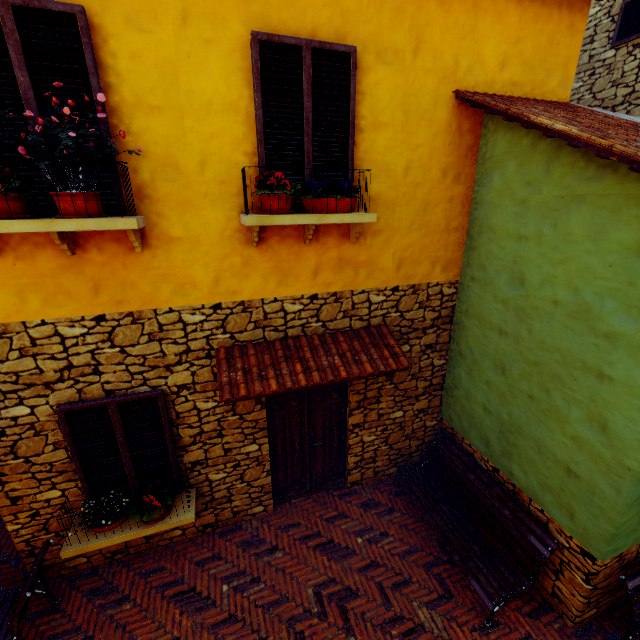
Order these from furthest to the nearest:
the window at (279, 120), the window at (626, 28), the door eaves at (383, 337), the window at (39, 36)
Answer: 1. the window at (626, 28)
2. the door eaves at (383, 337)
3. the window at (279, 120)
4. the window at (39, 36)

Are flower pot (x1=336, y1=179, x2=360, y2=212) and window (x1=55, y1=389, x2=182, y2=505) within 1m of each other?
no

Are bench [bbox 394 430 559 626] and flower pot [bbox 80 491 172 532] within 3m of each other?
no

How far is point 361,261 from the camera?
4.4m

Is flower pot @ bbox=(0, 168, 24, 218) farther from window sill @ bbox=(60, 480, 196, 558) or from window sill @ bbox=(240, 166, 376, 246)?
window sill @ bbox=(60, 480, 196, 558)

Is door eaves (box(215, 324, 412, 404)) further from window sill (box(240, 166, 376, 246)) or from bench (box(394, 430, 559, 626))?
bench (box(394, 430, 559, 626))

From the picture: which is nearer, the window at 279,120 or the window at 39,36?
the window at 39,36

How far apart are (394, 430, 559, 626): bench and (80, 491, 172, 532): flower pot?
3.65m
